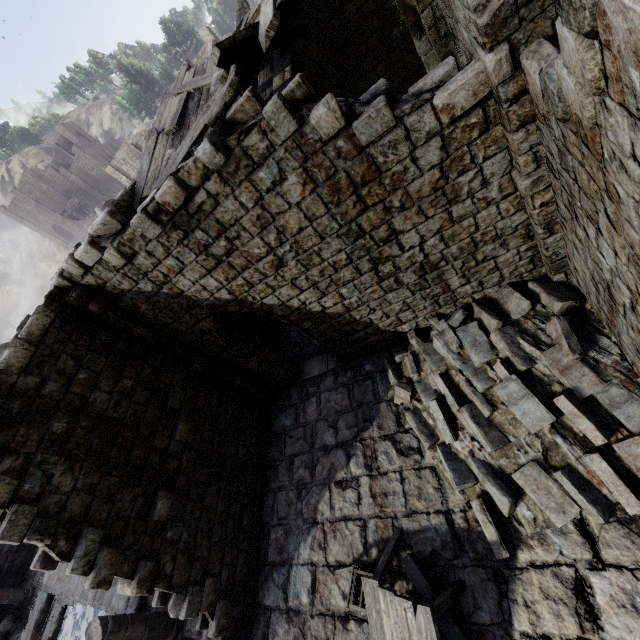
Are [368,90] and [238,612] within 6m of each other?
no

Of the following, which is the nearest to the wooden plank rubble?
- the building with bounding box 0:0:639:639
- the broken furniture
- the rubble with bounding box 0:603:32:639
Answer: the building with bounding box 0:0:639:639

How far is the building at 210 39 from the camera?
39.8 meters

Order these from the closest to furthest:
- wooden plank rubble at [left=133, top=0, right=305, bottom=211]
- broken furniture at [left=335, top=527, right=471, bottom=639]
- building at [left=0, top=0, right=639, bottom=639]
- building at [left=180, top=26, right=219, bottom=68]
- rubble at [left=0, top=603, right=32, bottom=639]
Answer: building at [left=0, top=0, right=639, bottom=639]
broken furniture at [left=335, top=527, right=471, bottom=639]
wooden plank rubble at [left=133, top=0, right=305, bottom=211]
rubble at [left=0, top=603, right=32, bottom=639]
building at [left=180, top=26, right=219, bottom=68]

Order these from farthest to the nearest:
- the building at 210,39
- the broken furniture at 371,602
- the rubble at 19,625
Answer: the building at 210,39 → the rubble at 19,625 → the broken furniture at 371,602

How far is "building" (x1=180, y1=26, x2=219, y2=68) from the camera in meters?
39.8

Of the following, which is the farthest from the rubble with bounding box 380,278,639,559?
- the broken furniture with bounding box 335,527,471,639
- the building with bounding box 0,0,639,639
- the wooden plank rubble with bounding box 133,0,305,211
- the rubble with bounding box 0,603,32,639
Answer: the rubble with bounding box 0,603,32,639
